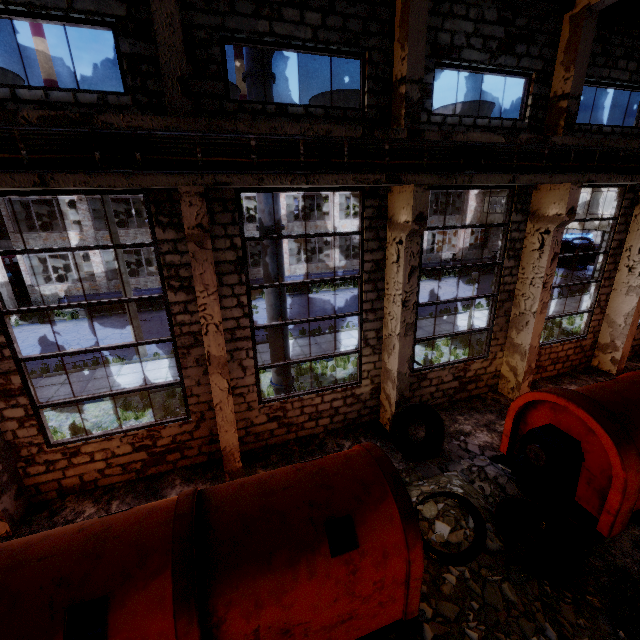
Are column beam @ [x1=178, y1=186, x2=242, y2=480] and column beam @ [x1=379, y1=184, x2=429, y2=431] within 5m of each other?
yes

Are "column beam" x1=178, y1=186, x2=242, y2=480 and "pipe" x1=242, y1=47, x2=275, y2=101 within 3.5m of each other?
yes

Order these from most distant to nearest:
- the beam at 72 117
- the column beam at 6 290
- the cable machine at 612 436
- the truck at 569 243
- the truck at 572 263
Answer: the truck at 572 263 < the truck at 569 243 < the column beam at 6 290 < the cable machine at 612 436 < the beam at 72 117

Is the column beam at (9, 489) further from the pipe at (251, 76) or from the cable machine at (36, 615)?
the pipe at (251, 76)

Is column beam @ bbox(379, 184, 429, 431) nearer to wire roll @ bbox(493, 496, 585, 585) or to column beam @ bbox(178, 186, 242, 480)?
wire roll @ bbox(493, 496, 585, 585)

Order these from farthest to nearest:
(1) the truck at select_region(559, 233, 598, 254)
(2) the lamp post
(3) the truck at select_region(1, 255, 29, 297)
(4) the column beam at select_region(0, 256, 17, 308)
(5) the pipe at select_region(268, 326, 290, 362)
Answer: (1) the truck at select_region(559, 233, 598, 254) → (3) the truck at select_region(1, 255, 29, 297) → (4) the column beam at select_region(0, 256, 17, 308) → (2) the lamp post → (5) the pipe at select_region(268, 326, 290, 362)

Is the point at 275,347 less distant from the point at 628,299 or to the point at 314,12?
the point at 314,12

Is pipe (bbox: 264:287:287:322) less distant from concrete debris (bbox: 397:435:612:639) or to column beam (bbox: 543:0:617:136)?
concrete debris (bbox: 397:435:612:639)
